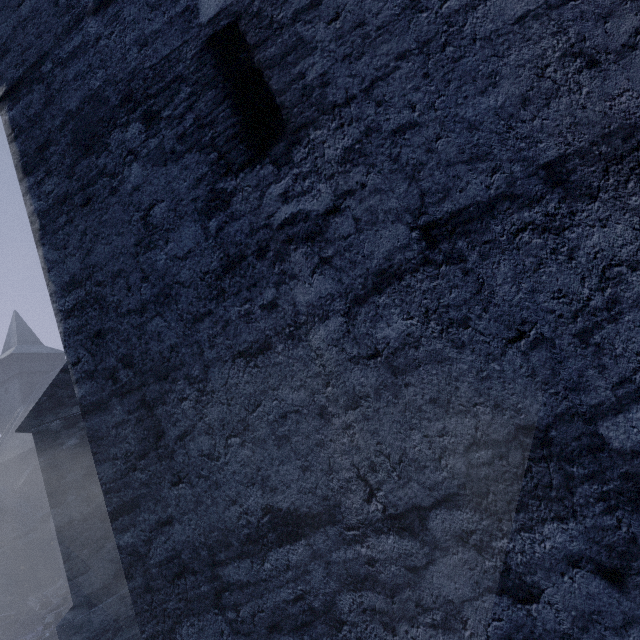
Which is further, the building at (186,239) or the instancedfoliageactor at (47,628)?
the instancedfoliageactor at (47,628)

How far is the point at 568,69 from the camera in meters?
1.3 m

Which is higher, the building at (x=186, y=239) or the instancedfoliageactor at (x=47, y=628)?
the building at (x=186, y=239)

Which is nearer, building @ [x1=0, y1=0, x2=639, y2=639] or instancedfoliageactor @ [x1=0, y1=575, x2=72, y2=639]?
building @ [x1=0, y1=0, x2=639, y2=639]

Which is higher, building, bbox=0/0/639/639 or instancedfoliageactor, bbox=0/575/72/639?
building, bbox=0/0/639/639
